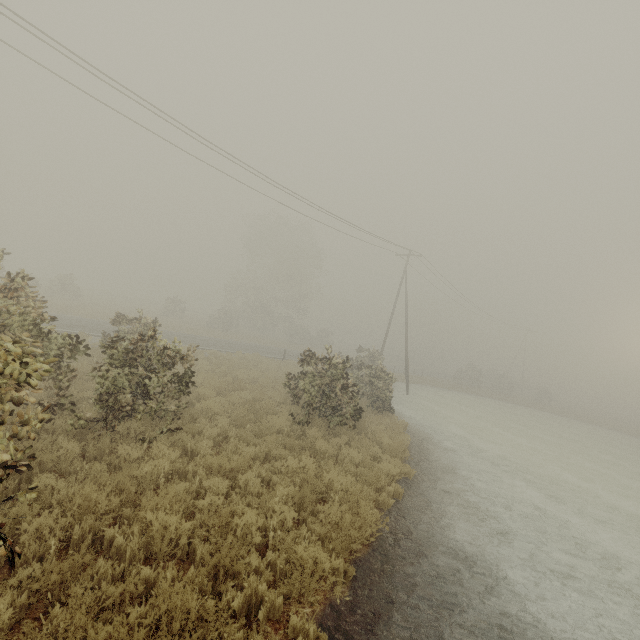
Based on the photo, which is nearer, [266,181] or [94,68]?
[94,68]
